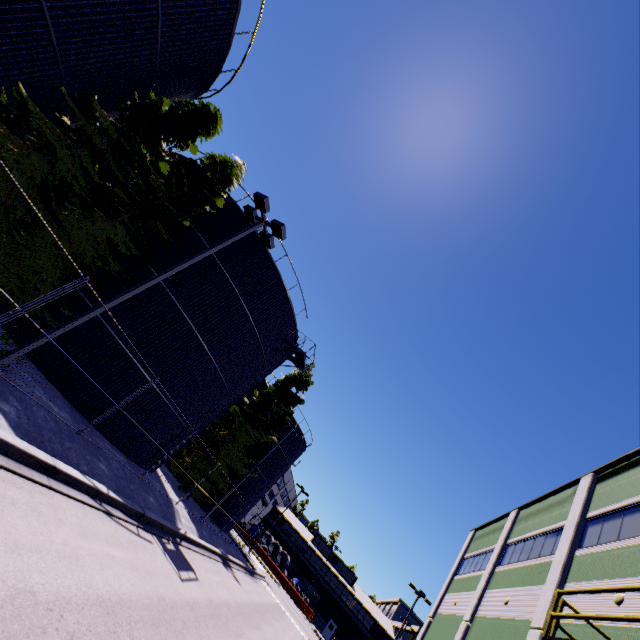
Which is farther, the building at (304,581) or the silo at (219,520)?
the building at (304,581)

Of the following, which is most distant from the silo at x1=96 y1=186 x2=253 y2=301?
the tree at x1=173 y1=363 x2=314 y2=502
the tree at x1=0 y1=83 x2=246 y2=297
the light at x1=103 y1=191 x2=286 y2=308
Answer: the light at x1=103 y1=191 x2=286 y2=308

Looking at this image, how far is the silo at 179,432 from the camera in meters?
15.8 m

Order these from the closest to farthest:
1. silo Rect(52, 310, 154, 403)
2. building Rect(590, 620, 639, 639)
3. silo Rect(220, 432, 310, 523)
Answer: building Rect(590, 620, 639, 639) < silo Rect(52, 310, 154, 403) < silo Rect(220, 432, 310, 523)

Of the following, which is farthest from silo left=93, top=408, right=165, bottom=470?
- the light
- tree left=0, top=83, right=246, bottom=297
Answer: the light

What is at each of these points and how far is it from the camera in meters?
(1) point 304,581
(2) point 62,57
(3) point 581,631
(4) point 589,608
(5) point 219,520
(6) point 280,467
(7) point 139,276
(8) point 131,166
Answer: (1) building, 59.2
(2) silo, 9.2
(3) building, 10.5
(4) building, 10.8
(5) silo, 31.8
(6) silo, 36.6
(7) silo, 15.6
(8) tree, 10.6

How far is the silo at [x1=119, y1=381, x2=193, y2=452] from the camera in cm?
1583
